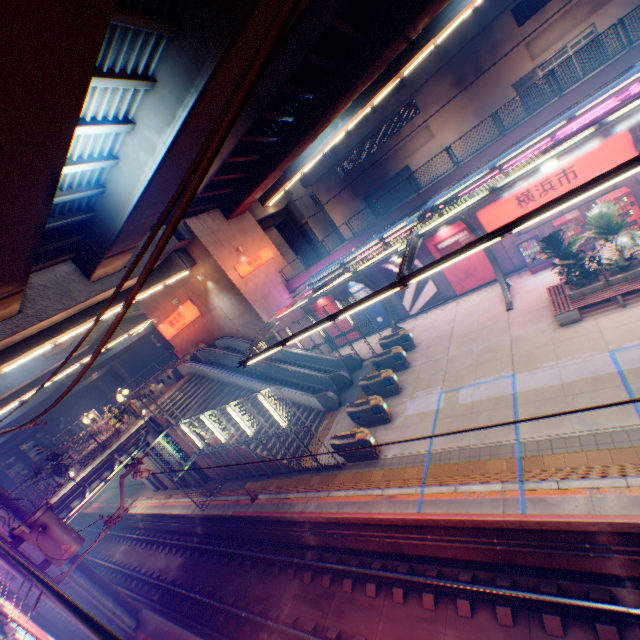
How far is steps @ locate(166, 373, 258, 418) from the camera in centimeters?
2037cm

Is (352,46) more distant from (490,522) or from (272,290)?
(490,522)

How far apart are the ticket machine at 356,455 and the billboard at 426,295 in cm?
1190

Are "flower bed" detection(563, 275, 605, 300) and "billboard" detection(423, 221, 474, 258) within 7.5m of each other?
yes

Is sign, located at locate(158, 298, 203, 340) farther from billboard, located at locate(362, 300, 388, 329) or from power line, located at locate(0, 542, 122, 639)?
power line, located at locate(0, 542, 122, 639)

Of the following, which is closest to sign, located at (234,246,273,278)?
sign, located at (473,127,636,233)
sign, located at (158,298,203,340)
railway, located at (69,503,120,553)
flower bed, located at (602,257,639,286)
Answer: sign, located at (158,298,203,340)

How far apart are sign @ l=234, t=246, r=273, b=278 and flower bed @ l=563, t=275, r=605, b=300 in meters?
19.2

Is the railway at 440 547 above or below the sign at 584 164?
below
